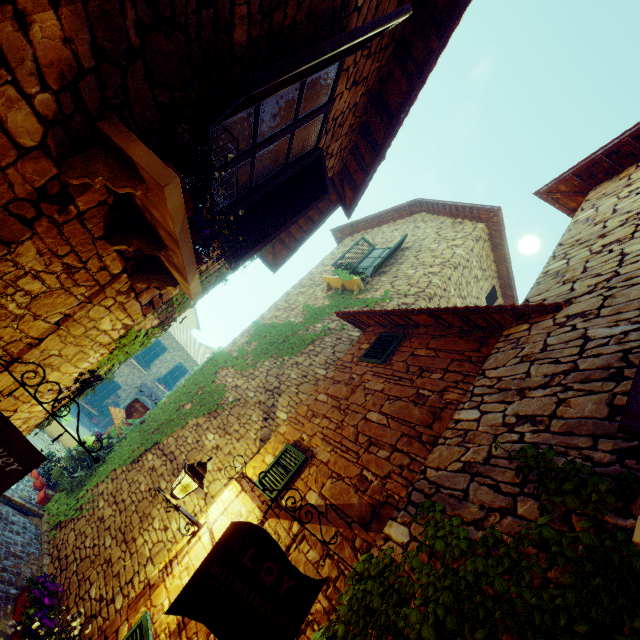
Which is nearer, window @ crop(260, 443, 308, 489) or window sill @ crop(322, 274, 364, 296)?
window @ crop(260, 443, 308, 489)

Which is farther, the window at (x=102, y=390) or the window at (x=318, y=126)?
the window at (x=102, y=390)

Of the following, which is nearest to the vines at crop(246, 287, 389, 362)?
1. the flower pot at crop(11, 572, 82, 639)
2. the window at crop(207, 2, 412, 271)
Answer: the window at crop(207, 2, 412, 271)

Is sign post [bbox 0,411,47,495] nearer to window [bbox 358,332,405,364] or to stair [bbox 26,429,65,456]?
window [bbox 358,332,405,364]

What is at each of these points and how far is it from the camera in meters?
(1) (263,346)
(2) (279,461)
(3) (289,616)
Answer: (1) vines, 9.0 m
(2) window, 4.7 m
(3) sign post, 2.2 m

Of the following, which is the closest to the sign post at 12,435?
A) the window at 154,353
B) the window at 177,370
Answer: the window at 154,353

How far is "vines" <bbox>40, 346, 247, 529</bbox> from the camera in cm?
760

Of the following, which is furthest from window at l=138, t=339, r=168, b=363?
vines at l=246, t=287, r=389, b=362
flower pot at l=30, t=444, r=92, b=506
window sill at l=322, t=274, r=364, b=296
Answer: window sill at l=322, t=274, r=364, b=296
